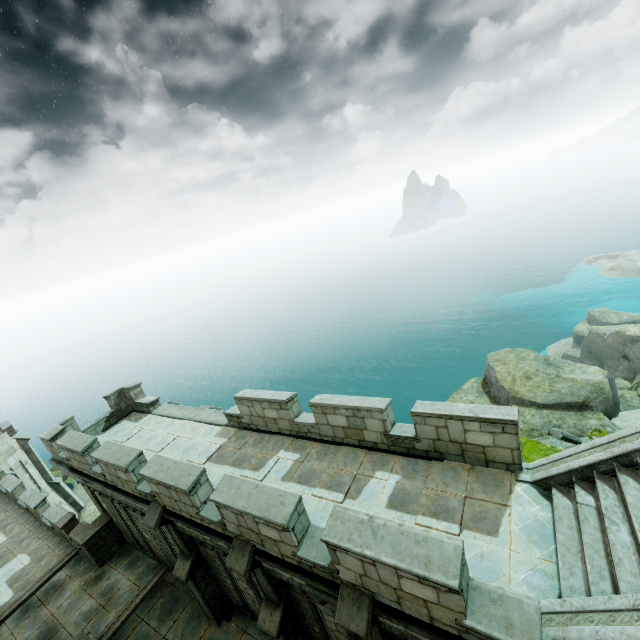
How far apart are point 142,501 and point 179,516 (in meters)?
1.82

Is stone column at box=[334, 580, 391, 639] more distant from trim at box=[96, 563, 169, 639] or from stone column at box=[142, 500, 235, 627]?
trim at box=[96, 563, 169, 639]

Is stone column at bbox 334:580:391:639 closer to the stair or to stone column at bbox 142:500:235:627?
the stair

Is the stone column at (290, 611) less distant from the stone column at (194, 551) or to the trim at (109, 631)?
the stone column at (194, 551)

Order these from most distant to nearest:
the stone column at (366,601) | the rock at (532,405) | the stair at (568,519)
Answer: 1. the rock at (532,405)
2. the stone column at (366,601)
3. the stair at (568,519)

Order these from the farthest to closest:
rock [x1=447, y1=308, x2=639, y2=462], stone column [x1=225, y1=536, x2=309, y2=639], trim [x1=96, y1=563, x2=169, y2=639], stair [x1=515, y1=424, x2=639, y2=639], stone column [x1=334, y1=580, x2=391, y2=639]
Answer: rock [x1=447, y1=308, x2=639, y2=462] < trim [x1=96, y1=563, x2=169, y2=639] < stone column [x1=225, y1=536, x2=309, y2=639] < stone column [x1=334, y1=580, x2=391, y2=639] < stair [x1=515, y1=424, x2=639, y2=639]

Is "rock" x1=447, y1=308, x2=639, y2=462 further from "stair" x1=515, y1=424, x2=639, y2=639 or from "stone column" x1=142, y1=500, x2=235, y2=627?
"stone column" x1=142, y1=500, x2=235, y2=627

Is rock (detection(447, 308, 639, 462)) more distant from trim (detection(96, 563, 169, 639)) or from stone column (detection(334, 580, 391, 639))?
trim (detection(96, 563, 169, 639))
